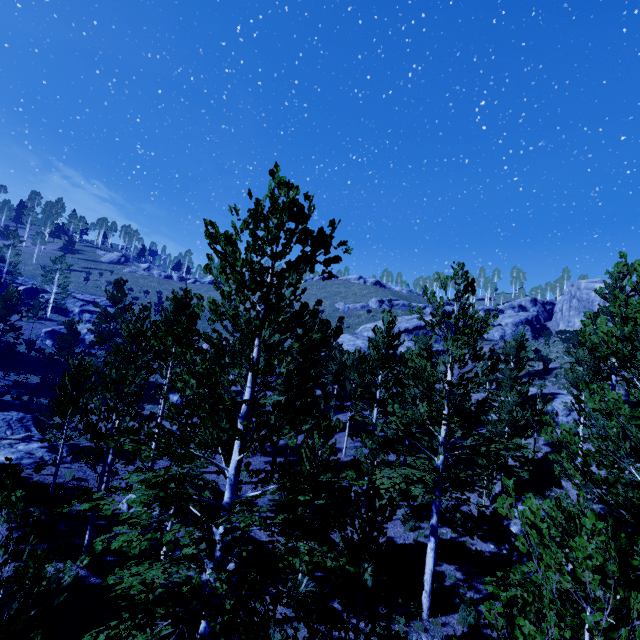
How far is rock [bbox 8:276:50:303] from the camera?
48.2m

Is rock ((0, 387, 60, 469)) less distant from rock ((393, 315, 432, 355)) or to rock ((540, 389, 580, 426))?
rock ((540, 389, 580, 426))

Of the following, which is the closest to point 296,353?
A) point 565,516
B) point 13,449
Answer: point 565,516

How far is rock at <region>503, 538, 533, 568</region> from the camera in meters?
13.7

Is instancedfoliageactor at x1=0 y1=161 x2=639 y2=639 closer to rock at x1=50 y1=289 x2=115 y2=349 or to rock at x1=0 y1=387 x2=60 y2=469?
rock at x1=0 y1=387 x2=60 y2=469

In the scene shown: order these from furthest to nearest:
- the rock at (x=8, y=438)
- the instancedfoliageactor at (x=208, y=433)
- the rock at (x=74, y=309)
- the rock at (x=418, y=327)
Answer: the rock at (x=74, y=309), the rock at (x=418, y=327), the rock at (x=8, y=438), the instancedfoliageactor at (x=208, y=433)

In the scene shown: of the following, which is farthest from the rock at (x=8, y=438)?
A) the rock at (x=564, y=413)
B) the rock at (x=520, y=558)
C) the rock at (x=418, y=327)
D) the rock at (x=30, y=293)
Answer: the rock at (x=418, y=327)

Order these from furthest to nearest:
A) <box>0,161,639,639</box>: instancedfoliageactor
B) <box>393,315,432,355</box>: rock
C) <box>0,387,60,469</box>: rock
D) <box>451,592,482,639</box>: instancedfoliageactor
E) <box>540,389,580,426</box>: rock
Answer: <box>393,315,432,355</box>: rock → <box>540,389,580,426</box>: rock → <box>0,387,60,469</box>: rock → <box>451,592,482,639</box>: instancedfoliageactor → <box>0,161,639,639</box>: instancedfoliageactor
